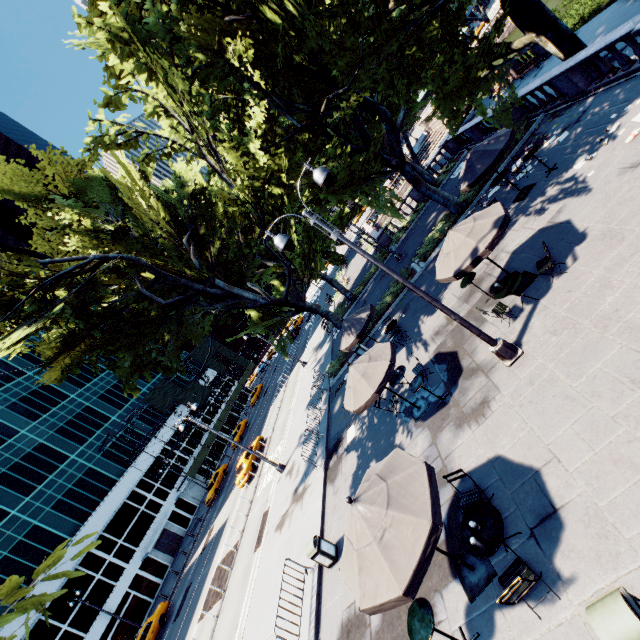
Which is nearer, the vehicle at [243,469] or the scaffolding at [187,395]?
the vehicle at [243,469]

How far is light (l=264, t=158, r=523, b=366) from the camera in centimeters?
769cm

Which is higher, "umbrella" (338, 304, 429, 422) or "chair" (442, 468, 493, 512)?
"umbrella" (338, 304, 429, 422)

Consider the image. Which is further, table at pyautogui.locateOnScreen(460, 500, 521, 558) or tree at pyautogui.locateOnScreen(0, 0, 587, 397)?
tree at pyautogui.locateOnScreen(0, 0, 587, 397)

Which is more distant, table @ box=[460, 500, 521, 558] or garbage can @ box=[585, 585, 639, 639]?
table @ box=[460, 500, 521, 558]

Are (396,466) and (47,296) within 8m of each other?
no

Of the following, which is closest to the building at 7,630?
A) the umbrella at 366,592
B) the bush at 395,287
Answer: the bush at 395,287

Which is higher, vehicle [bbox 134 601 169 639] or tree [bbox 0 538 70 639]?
Answer: tree [bbox 0 538 70 639]
